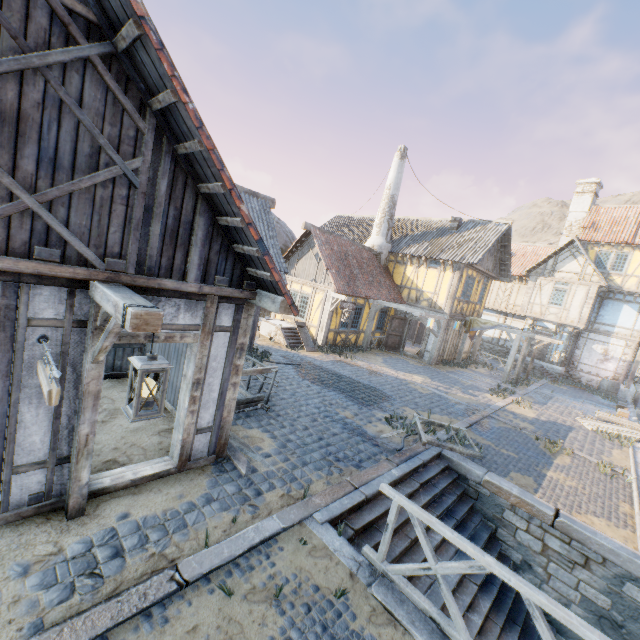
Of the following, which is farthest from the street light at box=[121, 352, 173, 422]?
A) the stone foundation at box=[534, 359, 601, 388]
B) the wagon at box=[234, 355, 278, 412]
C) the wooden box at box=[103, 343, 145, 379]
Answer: the stone foundation at box=[534, 359, 601, 388]

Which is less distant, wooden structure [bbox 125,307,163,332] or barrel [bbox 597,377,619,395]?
wooden structure [bbox 125,307,163,332]

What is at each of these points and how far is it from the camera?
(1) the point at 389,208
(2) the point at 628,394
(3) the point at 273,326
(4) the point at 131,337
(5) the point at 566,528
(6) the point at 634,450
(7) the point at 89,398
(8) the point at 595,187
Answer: (1) chimney, 19.7 meters
(2) stone foundation, 20.9 meters
(3) stairs, 15.5 meters
(4) building, 4.2 meters
(5) stone blocks, 6.3 meters
(6) stone gutter, 11.4 meters
(7) wooden structure, 3.8 meters
(8) chimney, 23.6 meters

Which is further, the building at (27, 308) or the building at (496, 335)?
the building at (496, 335)

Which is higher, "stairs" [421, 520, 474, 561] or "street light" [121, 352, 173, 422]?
"street light" [121, 352, 173, 422]

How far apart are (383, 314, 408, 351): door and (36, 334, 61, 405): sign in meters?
17.1 m

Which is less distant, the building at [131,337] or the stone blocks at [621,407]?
the building at [131,337]

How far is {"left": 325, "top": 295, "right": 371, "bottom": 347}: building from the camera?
15.9 meters
